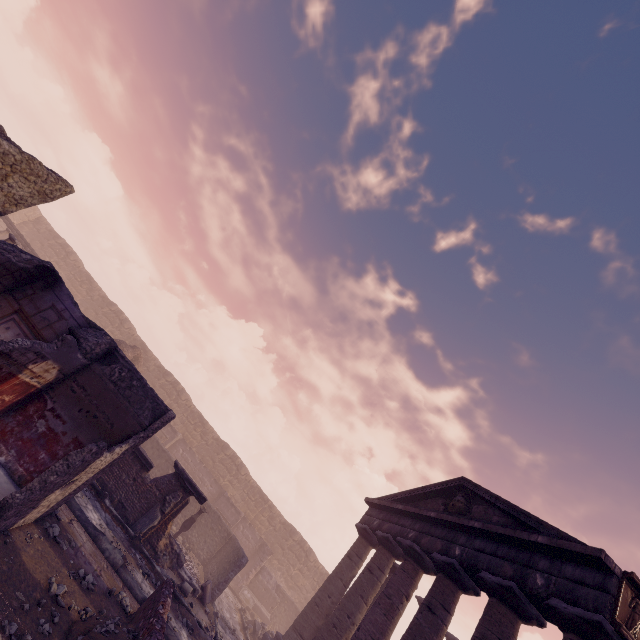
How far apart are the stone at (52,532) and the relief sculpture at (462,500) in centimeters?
1174cm

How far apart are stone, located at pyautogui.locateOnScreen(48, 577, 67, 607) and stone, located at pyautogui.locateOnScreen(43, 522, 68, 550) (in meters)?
0.97

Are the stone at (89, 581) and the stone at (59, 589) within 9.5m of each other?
yes

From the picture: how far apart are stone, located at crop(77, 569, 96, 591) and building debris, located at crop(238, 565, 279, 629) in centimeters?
1753cm

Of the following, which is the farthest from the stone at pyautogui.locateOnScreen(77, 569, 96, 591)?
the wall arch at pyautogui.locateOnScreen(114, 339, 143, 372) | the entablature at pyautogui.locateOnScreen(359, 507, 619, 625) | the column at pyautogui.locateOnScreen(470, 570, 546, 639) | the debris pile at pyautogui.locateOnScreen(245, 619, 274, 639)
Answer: the wall arch at pyautogui.locateOnScreen(114, 339, 143, 372)

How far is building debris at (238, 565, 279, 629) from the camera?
19.6 meters

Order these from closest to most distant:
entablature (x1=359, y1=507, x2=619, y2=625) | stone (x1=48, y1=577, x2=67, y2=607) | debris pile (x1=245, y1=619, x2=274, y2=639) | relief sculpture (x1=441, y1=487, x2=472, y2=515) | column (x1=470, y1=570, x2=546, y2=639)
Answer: stone (x1=48, y1=577, x2=67, y2=607) → entablature (x1=359, y1=507, x2=619, y2=625) → column (x1=470, y1=570, x2=546, y2=639) → relief sculpture (x1=441, y1=487, x2=472, y2=515) → debris pile (x1=245, y1=619, x2=274, y2=639)

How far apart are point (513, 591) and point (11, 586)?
10.4 meters
